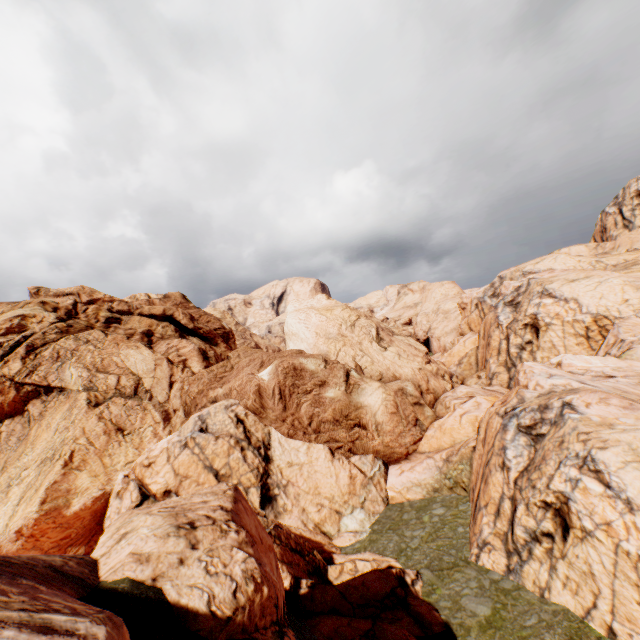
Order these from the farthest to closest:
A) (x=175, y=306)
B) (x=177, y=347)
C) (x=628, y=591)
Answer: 1. (x=175, y=306)
2. (x=177, y=347)
3. (x=628, y=591)
